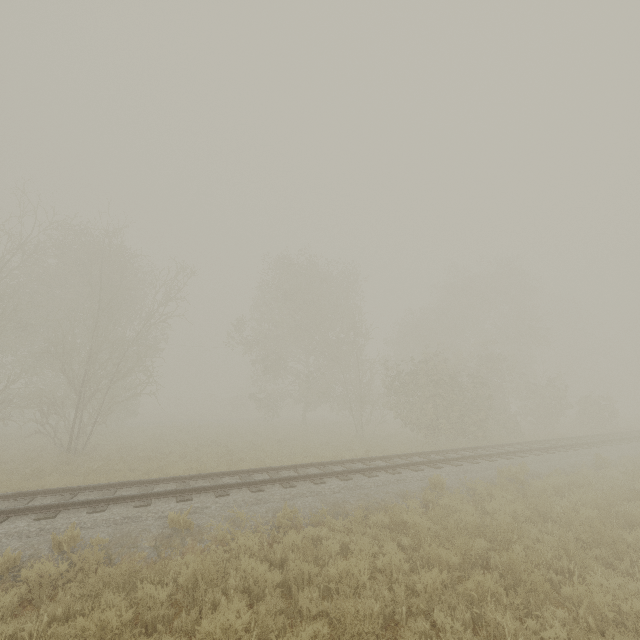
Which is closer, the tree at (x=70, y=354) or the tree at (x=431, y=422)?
the tree at (x=70, y=354)

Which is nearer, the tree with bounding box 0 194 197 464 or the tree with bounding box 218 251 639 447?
the tree with bounding box 0 194 197 464

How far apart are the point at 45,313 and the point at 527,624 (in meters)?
31.47
